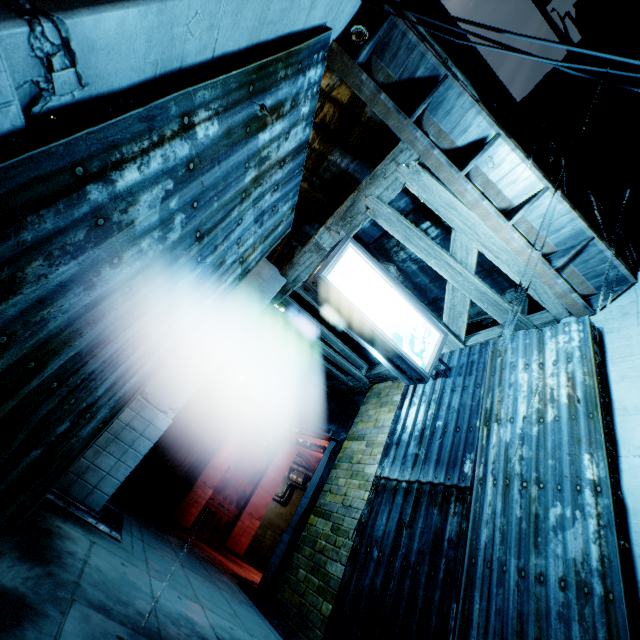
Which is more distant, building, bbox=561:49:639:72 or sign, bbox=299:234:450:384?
building, bbox=561:49:639:72

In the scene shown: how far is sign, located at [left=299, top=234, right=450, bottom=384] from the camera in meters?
5.1

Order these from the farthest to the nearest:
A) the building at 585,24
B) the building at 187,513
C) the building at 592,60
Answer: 1. the building at 585,24
2. the building at 592,60
3. the building at 187,513

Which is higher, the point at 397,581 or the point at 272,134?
the point at 272,134

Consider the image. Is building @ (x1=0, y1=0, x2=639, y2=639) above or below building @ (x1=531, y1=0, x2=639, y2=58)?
below

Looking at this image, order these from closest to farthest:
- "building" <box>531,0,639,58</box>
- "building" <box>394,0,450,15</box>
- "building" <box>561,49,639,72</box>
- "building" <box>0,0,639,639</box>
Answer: "building" <box>0,0,639,639</box>
"building" <box>394,0,450,15</box>
"building" <box>561,49,639,72</box>
"building" <box>531,0,639,58</box>

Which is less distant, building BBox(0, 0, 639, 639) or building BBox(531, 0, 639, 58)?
building BBox(0, 0, 639, 639)

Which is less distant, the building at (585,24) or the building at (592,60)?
the building at (592,60)
